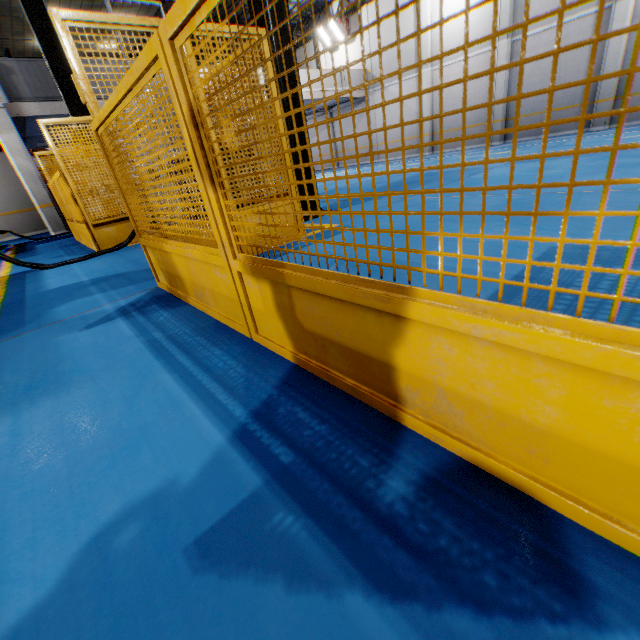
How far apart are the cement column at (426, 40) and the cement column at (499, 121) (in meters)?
3.21

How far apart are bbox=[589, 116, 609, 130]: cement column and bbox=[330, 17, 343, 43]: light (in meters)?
12.76

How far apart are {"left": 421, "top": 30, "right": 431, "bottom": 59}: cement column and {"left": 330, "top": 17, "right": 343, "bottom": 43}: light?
4.9m

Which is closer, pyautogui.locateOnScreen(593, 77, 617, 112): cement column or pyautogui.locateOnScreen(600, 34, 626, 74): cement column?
pyautogui.locateOnScreen(600, 34, 626, 74): cement column

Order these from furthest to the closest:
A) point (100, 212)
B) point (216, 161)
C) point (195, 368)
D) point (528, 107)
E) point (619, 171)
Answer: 1. point (528, 107)
2. point (100, 212)
3. point (619, 171)
4. point (216, 161)
5. point (195, 368)

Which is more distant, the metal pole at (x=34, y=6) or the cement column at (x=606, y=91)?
the cement column at (x=606, y=91)

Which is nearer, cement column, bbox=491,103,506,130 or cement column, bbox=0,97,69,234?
cement column, bbox=0,97,69,234

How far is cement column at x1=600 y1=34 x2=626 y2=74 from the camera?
11.83m
